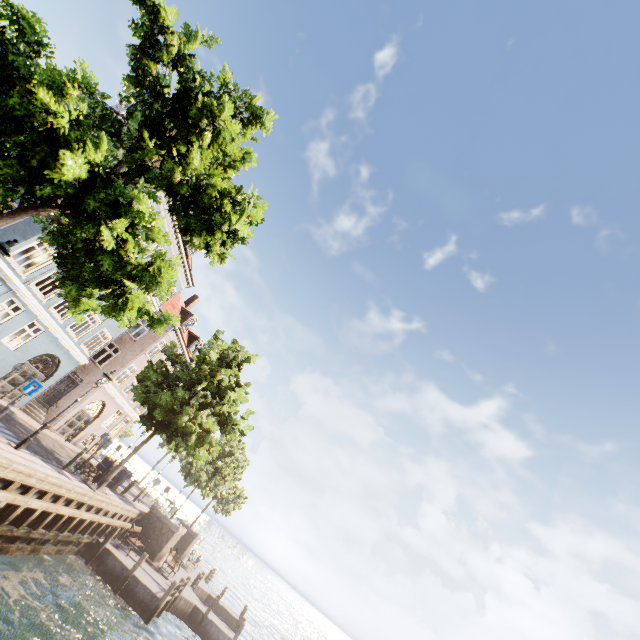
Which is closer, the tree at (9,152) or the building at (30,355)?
the tree at (9,152)

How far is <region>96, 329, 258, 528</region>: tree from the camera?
16.1m

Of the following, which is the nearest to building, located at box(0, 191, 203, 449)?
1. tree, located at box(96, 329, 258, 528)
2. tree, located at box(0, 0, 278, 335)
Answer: tree, located at box(0, 0, 278, 335)

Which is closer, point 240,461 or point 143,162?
point 143,162

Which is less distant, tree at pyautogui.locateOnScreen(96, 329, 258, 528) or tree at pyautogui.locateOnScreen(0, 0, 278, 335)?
tree at pyautogui.locateOnScreen(0, 0, 278, 335)

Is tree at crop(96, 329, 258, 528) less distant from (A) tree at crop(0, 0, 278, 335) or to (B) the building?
(A) tree at crop(0, 0, 278, 335)

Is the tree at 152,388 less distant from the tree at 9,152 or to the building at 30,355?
the tree at 9,152
